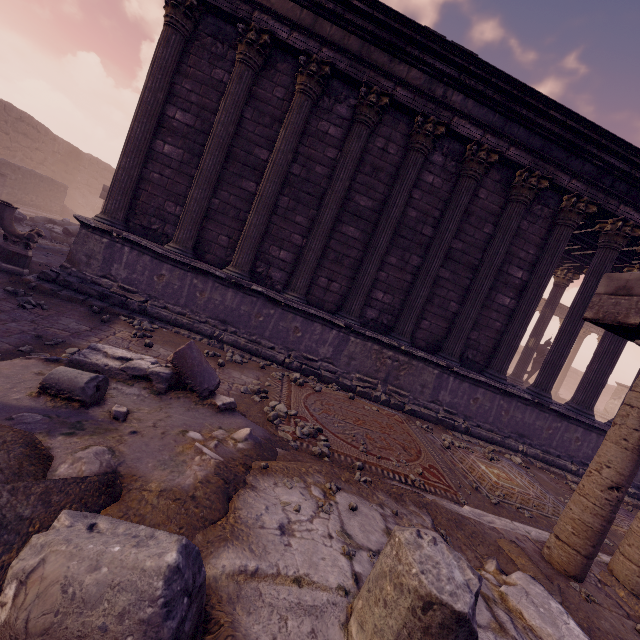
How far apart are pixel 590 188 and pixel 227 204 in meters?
8.7

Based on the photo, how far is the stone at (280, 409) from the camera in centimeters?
443cm

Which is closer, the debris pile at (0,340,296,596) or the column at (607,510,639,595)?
the debris pile at (0,340,296,596)

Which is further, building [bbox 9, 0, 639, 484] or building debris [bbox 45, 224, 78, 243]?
building debris [bbox 45, 224, 78, 243]

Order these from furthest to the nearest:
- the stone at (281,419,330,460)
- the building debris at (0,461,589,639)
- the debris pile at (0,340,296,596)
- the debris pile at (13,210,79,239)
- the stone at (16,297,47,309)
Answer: the debris pile at (13,210,79,239) < the stone at (16,297,47,309) < the stone at (281,419,330,460) < the debris pile at (0,340,296,596) < the building debris at (0,461,589,639)

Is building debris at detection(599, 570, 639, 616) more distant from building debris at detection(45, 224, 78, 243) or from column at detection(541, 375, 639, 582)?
building debris at detection(45, 224, 78, 243)

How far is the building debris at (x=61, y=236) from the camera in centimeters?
1179cm

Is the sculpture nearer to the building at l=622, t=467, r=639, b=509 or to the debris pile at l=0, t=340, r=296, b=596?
the building at l=622, t=467, r=639, b=509
